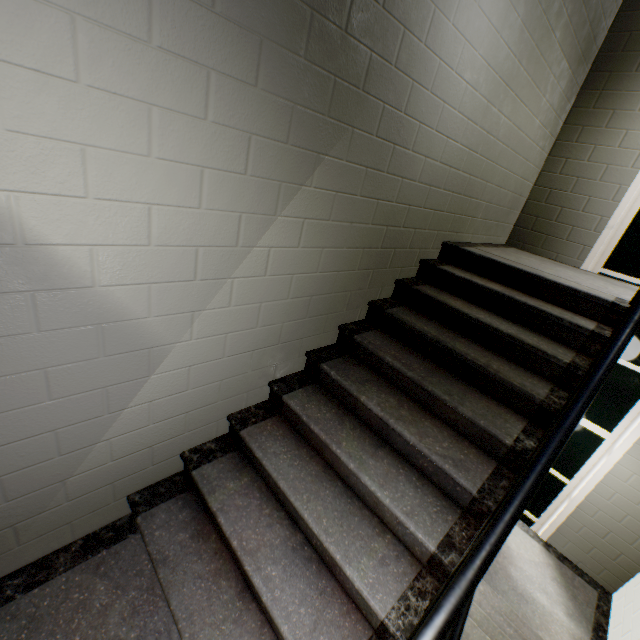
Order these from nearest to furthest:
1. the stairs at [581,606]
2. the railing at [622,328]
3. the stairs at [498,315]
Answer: the railing at [622,328] < the stairs at [498,315] < the stairs at [581,606]

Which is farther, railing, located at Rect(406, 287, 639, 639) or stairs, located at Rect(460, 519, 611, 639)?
stairs, located at Rect(460, 519, 611, 639)

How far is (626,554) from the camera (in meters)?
3.85

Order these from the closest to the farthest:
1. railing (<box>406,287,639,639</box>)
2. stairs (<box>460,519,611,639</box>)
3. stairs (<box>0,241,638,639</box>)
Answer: railing (<box>406,287,639,639</box>)
stairs (<box>0,241,638,639</box>)
stairs (<box>460,519,611,639</box>)

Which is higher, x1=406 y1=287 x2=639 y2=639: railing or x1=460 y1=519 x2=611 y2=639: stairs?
x1=406 y1=287 x2=639 y2=639: railing

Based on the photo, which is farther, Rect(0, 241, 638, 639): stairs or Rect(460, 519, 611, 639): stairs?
Rect(460, 519, 611, 639): stairs

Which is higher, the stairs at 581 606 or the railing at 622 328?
the railing at 622 328
